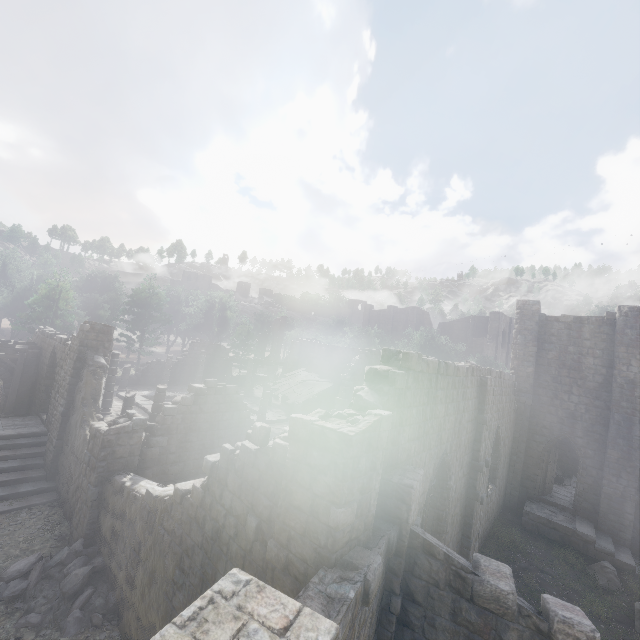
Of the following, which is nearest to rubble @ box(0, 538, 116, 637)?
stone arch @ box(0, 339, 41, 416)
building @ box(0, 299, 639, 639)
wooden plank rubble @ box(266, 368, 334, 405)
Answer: building @ box(0, 299, 639, 639)

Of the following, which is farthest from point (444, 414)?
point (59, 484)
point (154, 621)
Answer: point (59, 484)

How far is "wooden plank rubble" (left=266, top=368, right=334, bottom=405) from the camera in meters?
24.4 m

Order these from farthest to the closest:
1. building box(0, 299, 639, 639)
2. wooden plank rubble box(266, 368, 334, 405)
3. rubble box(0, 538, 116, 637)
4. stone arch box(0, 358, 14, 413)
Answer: wooden plank rubble box(266, 368, 334, 405) < stone arch box(0, 358, 14, 413) < rubble box(0, 538, 116, 637) < building box(0, 299, 639, 639)

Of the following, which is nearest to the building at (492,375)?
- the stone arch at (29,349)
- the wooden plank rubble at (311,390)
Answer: the stone arch at (29,349)

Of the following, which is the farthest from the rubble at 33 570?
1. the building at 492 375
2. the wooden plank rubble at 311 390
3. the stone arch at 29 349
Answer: the wooden plank rubble at 311 390

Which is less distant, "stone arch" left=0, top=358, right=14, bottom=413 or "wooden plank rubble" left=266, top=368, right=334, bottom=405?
"stone arch" left=0, top=358, right=14, bottom=413

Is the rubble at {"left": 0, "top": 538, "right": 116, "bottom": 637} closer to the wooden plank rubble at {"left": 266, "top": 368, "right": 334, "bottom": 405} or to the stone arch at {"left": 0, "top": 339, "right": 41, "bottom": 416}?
the stone arch at {"left": 0, "top": 339, "right": 41, "bottom": 416}
